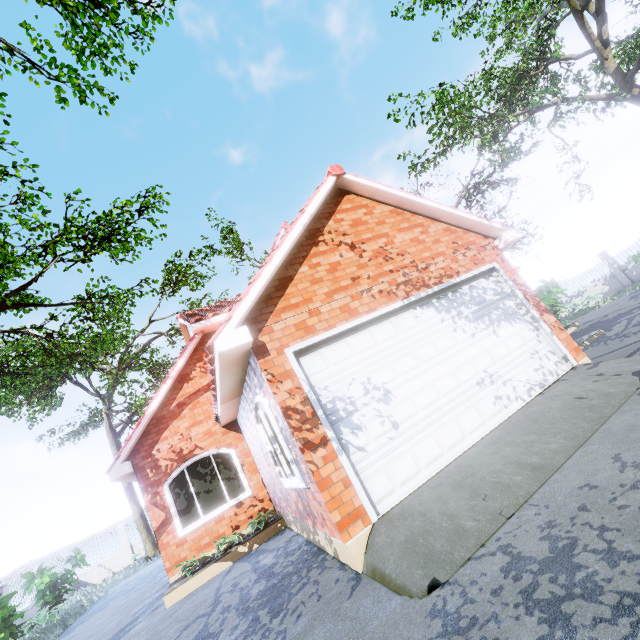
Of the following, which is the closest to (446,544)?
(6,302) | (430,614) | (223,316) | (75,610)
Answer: (430,614)

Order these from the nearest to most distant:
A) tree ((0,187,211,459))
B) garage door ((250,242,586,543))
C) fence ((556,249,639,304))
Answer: garage door ((250,242,586,543)), tree ((0,187,211,459)), fence ((556,249,639,304))

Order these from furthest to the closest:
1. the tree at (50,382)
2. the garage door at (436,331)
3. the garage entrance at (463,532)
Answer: the tree at (50,382) < the garage door at (436,331) < the garage entrance at (463,532)

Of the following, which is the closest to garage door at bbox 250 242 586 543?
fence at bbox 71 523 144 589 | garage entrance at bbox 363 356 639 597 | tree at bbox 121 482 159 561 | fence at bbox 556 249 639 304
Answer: garage entrance at bbox 363 356 639 597

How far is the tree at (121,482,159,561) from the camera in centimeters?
1800cm

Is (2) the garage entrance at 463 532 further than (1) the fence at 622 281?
No

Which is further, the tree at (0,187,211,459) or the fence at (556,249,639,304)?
the fence at (556,249,639,304)

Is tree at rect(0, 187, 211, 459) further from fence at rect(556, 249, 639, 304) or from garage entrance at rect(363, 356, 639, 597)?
garage entrance at rect(363, 356, 639, 597)
